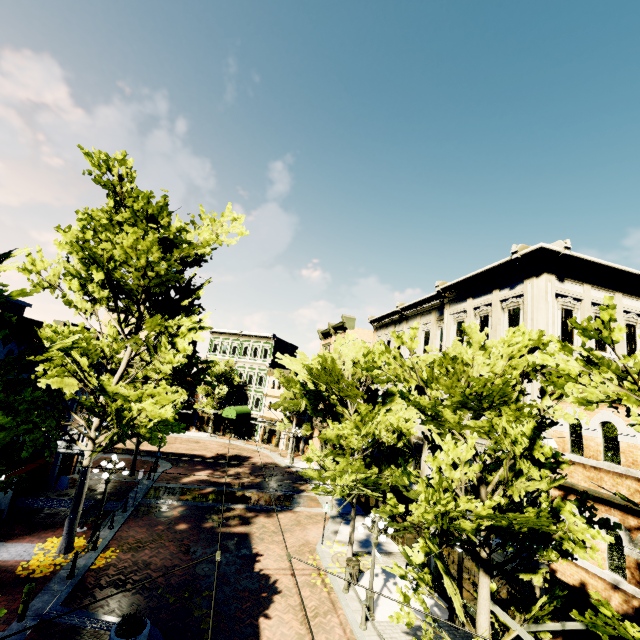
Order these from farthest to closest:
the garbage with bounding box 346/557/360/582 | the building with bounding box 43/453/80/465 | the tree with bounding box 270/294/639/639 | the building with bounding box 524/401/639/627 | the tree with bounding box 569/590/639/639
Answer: the building with bounding box 43/453/80/465, the garbage with bounding box 346/557/360/582, the building with bounding box 524/401/639/627, the tree with bounding box 270/294/639/639, the tree with bounding box 569/590/639/639

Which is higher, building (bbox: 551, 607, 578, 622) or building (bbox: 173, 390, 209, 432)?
building (bbox: 551, 607, 578, 622)

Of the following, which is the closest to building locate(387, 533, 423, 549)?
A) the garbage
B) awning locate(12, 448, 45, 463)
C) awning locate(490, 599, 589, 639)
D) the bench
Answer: awning locate(490, 599, 589, 639)

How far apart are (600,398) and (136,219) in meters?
15.6 m

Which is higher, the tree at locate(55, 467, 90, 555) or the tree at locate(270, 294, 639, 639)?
the tree at locate(270, 294, 639, 639)

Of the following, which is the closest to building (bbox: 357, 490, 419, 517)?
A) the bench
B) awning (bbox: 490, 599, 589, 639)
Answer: awning (bbox: 490, 599, 589, 639)

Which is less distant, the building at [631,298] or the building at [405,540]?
the building at [631,298]

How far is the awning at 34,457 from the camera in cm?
1433
